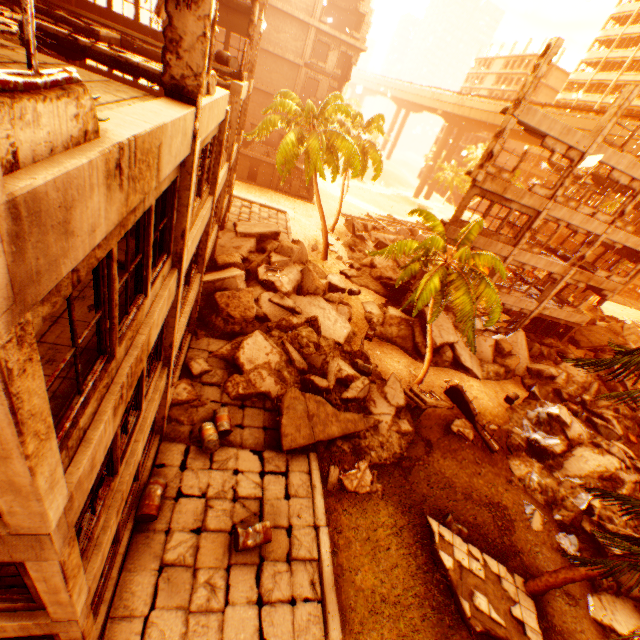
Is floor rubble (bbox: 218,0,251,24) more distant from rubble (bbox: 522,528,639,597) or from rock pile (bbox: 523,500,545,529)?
rock pile (bbox: 523,500,545,529)

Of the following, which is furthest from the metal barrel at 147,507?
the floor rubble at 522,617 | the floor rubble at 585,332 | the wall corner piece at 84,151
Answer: the floor rubble at 585,332

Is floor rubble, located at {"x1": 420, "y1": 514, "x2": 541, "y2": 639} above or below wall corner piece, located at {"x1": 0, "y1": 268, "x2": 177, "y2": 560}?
below

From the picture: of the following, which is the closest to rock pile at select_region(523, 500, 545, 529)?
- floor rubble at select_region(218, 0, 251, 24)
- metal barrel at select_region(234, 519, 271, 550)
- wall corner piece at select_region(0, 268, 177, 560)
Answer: metal barrel at select_region(234, 519, 271, 550)

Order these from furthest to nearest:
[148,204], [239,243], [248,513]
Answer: [239,243] → [248,513] → [148,204]

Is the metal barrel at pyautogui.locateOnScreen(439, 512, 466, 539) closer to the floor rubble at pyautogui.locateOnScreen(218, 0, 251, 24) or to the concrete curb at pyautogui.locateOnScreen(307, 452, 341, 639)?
the concrete curb at pyautogui.locateOnScreen(307, 452, 341, 639)

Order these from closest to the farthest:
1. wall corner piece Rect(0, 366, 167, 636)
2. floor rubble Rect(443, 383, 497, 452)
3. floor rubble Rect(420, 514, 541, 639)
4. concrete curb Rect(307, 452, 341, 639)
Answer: wall corner piece Rect(0, 366, 167, 636), concrete curb Rect(307, 452, 341, 639), floor rubble Rect(420, 514, 541, 639), floor rubble Rect(443, 383, 497, 452)

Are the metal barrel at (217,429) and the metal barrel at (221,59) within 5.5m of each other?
no
